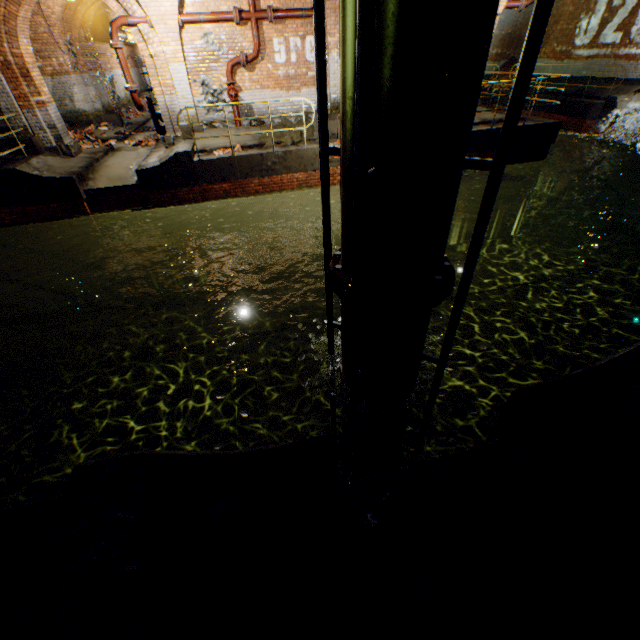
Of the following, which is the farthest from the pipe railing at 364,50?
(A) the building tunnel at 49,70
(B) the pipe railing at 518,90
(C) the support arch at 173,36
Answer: (A) the building tunnel at 49,70

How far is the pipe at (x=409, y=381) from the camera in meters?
3.3 m

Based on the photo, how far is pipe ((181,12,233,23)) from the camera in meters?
9.2 m

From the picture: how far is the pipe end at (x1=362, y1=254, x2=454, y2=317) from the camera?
2.9m

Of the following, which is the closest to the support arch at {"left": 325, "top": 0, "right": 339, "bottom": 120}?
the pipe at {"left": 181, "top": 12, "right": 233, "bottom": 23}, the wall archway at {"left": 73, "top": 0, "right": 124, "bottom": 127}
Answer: the pipe at {"left": 181, "top": 12, "right": 233, "bottom": 23}

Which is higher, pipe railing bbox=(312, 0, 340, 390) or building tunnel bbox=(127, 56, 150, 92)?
building tunnel bbox=(127, 56, 150, 92)

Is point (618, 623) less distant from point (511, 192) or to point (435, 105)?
point (435, 105)

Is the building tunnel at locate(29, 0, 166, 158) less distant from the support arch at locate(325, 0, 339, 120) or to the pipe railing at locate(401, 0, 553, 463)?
the support arch at locate(325, 0, 339, 120)
